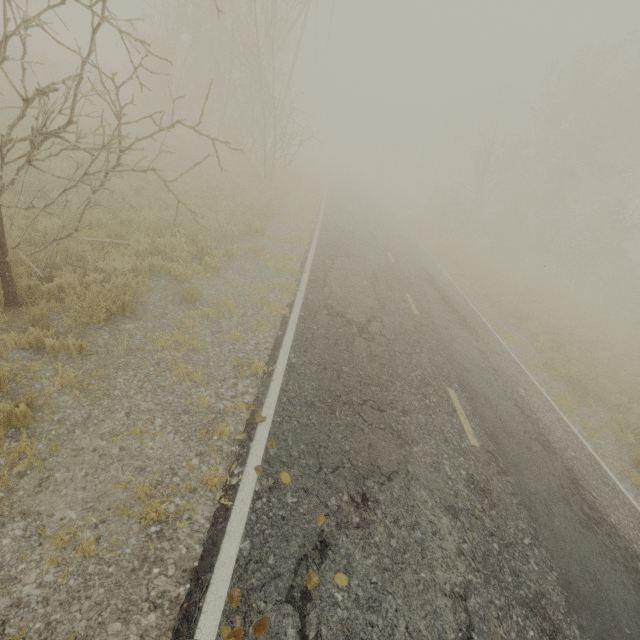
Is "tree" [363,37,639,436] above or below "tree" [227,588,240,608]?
above

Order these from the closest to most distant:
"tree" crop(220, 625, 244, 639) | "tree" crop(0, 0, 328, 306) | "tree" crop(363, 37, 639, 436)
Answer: "tree" crop(220, 625, 244, 639) < "tree" crop(0, 0, 328, 306) < "tree" crop(363, 37, 639, 436)

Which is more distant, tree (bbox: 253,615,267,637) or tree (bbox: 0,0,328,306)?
tree (bbox: 0,0,328,306)

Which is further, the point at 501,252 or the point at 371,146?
the point at 371,146

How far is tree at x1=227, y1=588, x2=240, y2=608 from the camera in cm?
273

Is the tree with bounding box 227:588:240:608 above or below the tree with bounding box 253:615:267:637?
below

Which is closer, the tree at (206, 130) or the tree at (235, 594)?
the tree at (235, 594)

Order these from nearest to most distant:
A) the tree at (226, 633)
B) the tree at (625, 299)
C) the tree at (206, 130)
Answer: the tree at (226, 633)
the tree at (206, 130)
the tree at (625, 299)
